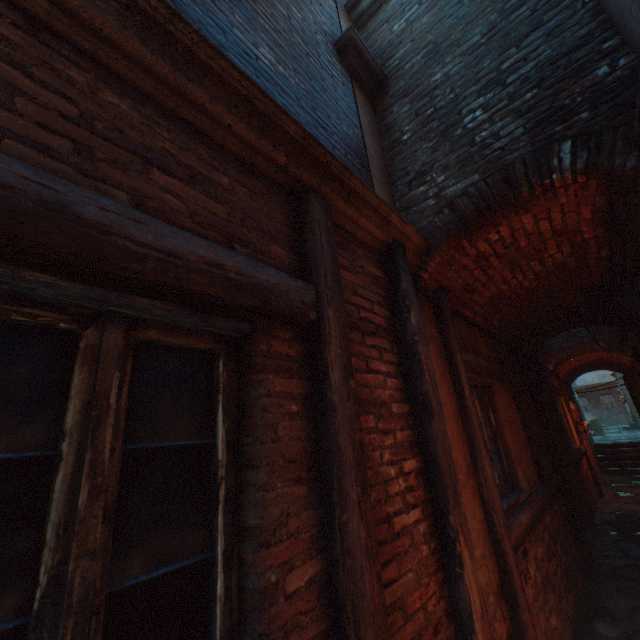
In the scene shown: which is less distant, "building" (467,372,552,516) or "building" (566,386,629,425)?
"building" (467,372,552,516)

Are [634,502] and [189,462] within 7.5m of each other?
no

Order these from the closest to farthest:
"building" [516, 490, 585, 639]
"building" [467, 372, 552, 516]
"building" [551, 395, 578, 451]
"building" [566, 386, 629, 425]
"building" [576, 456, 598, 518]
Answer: "building" [516, 490, 585, 639] → "building" [467, 372, 552, 516] → "building" [576, 456, 598, 518] → "building" [551, 395, 578, 451] → "building" [566, 386, 629, 425]

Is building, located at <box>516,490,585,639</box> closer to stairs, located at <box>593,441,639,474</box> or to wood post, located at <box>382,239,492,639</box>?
wood post, located at <box>382,239,492,639</box>

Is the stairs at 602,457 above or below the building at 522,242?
below

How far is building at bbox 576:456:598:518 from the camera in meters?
7.7 m

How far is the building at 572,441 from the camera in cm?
837
